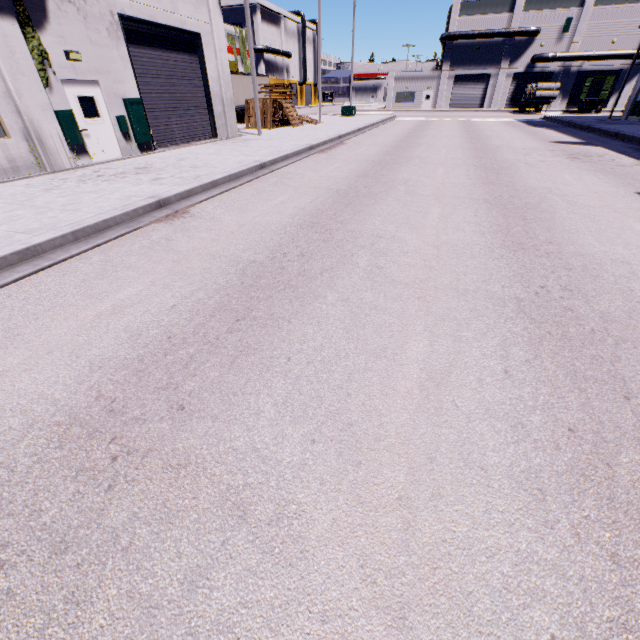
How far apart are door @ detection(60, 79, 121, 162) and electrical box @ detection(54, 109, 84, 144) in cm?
6

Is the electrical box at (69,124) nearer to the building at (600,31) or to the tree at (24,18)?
the building at (600,31)

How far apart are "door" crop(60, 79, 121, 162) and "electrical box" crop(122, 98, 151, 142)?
0.8 meters

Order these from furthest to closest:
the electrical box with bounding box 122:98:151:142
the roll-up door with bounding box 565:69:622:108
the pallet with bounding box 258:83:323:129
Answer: the roll-up door with bounding box 565:69:622:108
the pallet with bounding box 258:83:323:129
the electrical box with bounding box 122:98:151:142

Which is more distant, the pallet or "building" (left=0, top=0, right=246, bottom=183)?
the pallet

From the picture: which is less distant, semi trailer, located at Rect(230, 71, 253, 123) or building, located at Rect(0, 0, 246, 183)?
building, located at Rect(0, 0, 246, 183)

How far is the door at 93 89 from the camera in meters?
11.0

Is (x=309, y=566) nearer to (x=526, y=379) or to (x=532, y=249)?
(x=526, y=379)
